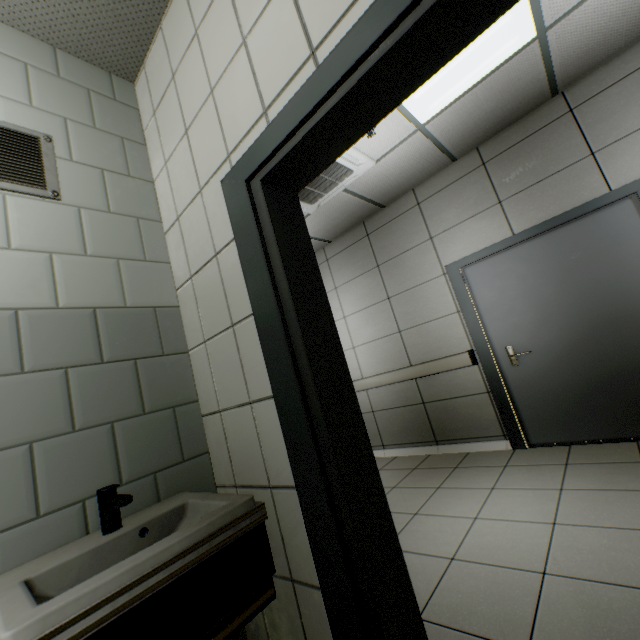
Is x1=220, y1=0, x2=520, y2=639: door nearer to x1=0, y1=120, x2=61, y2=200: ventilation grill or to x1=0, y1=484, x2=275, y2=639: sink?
x1=0, y1=484, x2=275, y2=639: sink

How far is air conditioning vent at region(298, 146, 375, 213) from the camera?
3.12m

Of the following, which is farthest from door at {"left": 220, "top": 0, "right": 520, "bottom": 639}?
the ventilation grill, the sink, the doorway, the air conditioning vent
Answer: the doorway

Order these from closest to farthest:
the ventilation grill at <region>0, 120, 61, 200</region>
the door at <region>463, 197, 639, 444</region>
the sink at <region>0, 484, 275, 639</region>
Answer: the sink at <region>0, 484, 275, 639</region>, the ventilation grill at <region>0, 120, 61, 200</region>, the door at <region>463, 197, 639, 444</region>

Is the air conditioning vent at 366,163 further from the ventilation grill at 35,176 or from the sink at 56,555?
the sink at 56,555

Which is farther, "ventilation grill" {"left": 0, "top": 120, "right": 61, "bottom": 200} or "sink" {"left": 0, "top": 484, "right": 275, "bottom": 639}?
"ventilation grill" {"left": 0, "top": 120, "right": 61, "bottom": 200}

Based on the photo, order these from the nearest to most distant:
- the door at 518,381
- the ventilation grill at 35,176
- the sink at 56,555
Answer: the sink at 56,555, the ventilation grill at 35,176, the door at 518,381

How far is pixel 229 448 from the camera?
1.4m
